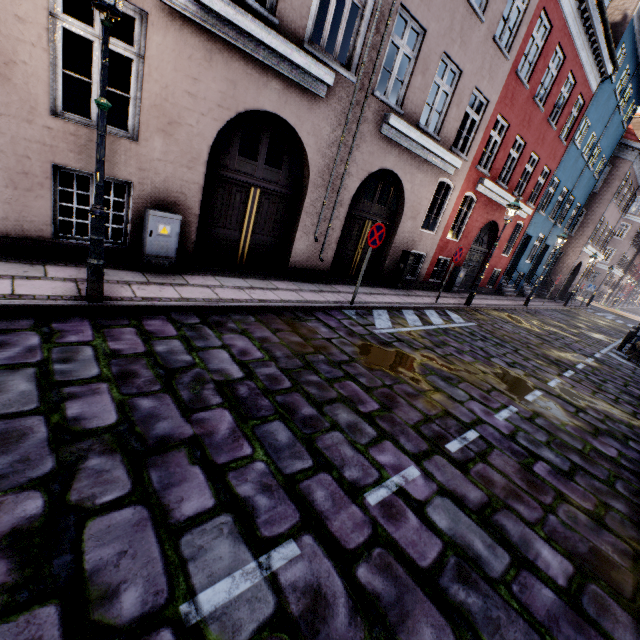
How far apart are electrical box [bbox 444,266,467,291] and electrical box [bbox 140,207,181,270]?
11.59m

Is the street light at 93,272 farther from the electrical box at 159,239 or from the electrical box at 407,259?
the electrical box at 407,259

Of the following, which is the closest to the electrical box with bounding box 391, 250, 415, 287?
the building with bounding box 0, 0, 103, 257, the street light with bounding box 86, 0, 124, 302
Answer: the building with bounding box 0, 0, 103, 257

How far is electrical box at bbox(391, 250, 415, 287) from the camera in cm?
1100

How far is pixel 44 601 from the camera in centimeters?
160cm

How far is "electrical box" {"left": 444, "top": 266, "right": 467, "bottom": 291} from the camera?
13.82m

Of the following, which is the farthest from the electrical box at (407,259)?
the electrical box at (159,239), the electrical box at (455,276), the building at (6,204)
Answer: the electrical box at (159,239)

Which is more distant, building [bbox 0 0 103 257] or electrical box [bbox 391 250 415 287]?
electrical box [bbox 391 250 415 287]
